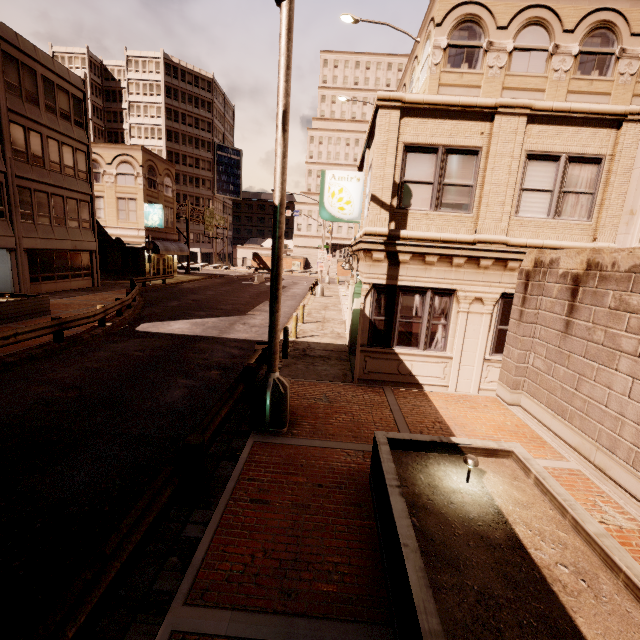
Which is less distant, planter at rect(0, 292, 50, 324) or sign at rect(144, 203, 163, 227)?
planter at rect(0, 292, 50, 324)

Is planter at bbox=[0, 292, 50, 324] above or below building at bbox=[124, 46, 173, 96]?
below

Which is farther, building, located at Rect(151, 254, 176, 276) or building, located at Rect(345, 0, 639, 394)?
building, located at Rect(151, 254, 176, 276)

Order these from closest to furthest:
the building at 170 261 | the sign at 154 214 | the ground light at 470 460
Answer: the ground light at 470 460 → the sign at 154 214 → the building at 170 261

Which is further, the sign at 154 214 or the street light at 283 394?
the sign at 154 214

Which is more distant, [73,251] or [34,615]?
[73,251]

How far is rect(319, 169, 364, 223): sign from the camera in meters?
12.0

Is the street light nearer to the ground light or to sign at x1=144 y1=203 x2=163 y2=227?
the ground light
